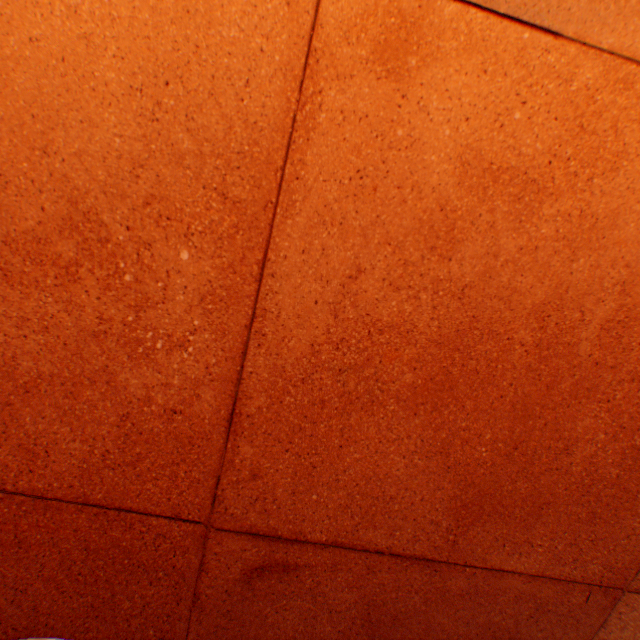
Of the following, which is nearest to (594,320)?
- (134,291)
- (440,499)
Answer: (440,499)
